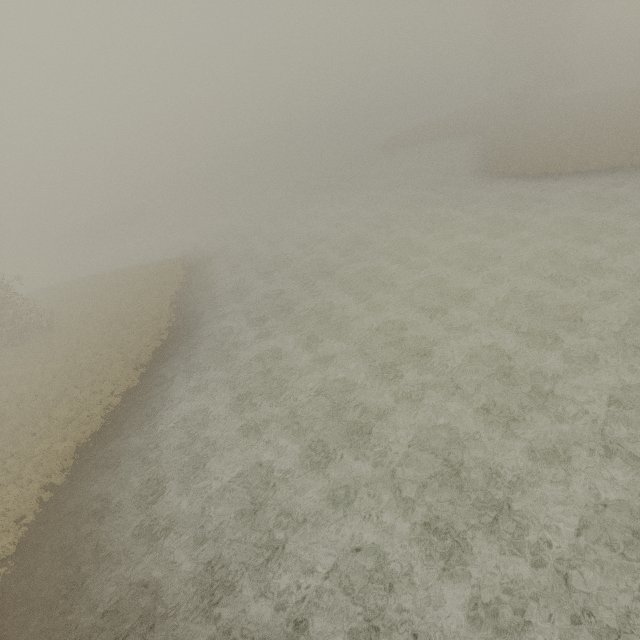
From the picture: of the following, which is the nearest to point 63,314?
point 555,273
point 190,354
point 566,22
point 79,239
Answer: point 190,354
